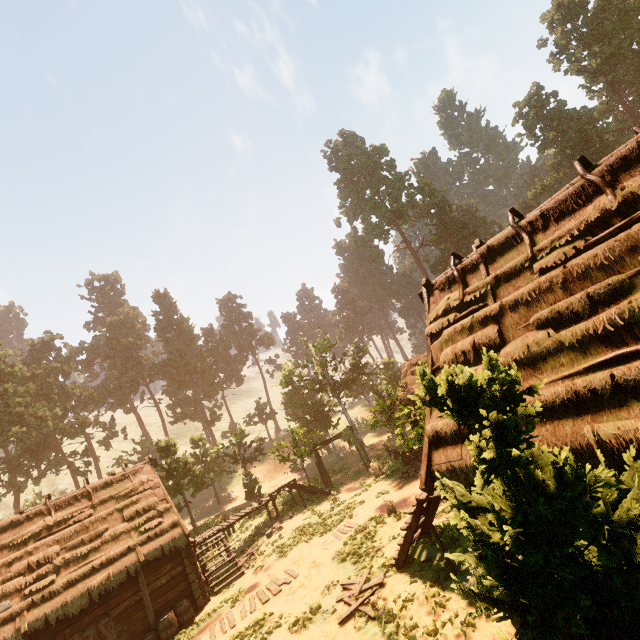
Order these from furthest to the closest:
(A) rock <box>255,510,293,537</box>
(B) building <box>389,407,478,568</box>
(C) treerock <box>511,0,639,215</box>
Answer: (C) treerock <box>511,0,639,215</box>, (A) rock <box>255,510,293,537</box>, (B) building <box>389,407,478,568</box>

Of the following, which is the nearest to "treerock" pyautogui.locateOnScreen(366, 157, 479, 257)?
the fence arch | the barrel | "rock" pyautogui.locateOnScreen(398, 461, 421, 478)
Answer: the fence arch

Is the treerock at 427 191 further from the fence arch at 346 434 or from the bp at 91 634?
the bp at 91 634

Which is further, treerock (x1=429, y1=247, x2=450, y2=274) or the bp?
treerock (x1=429, y1=247, x2=450, y2=274)

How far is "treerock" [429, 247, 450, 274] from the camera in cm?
5497

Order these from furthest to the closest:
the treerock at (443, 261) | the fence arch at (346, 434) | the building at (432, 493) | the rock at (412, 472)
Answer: the treerock at (443, 261) < the fence arch at (346, 434) < the rock at (412, 472) < the building at (432, 493)

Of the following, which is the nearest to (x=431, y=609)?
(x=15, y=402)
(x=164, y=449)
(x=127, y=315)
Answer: (x=164, y=449)

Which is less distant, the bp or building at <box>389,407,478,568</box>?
building at <box>389,407,478,568</box>
